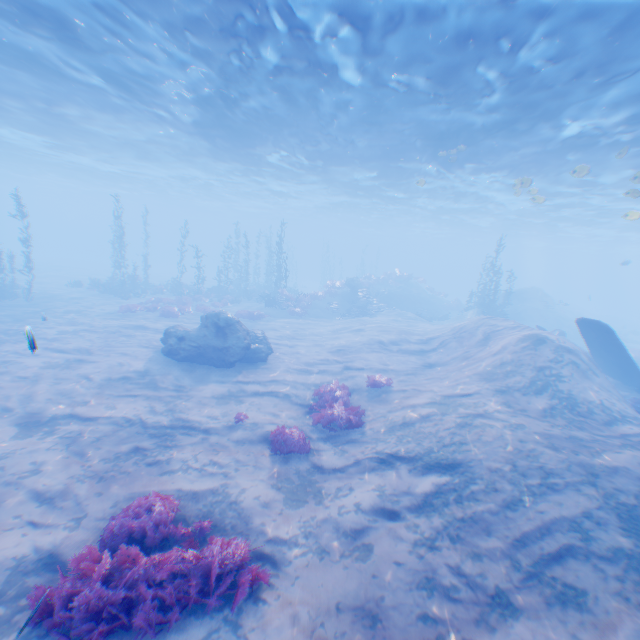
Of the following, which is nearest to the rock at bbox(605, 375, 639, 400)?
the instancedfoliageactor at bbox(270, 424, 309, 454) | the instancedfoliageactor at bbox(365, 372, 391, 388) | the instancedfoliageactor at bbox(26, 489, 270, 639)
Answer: the instancedfoliageactor at bbox(26, 489, 270, 639)

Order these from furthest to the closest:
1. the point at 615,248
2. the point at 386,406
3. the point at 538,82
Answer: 1. the point at 615,248
2. the point at 538,82
3. the point at 386,406

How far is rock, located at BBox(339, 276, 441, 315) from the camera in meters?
32.8 m

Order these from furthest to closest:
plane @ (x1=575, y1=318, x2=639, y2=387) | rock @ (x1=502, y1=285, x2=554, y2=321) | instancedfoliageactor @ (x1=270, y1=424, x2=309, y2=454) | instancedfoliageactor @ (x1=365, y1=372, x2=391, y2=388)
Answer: rock @ (x1=502, y1=285, x2=554, y2=321) → plane @ (x1=575, y1=318, x2=639, y2=387) → instancedfoliageactor @ (x1=365, y1=372, x2=391, y2=388) → instancedfoliageactor @ (x1=270, y1=424, x2=309, y2=454)

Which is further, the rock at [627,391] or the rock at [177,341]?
the rock at [177,341]

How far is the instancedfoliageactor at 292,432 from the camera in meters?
8.9 m

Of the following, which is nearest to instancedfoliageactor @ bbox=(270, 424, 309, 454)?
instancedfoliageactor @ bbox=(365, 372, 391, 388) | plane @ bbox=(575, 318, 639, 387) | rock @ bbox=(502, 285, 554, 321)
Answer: instancedfoliageactor @ bbox=(365, 372, 391, 388)

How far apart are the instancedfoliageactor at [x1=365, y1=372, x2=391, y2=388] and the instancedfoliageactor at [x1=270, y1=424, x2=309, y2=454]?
4.1 meters
